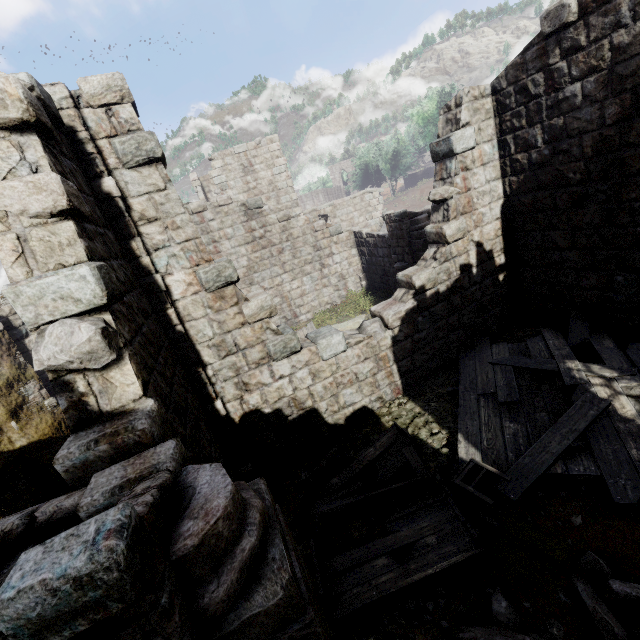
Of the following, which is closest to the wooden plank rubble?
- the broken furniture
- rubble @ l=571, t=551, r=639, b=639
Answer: the broken furniture

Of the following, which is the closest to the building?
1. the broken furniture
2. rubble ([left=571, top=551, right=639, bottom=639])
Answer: rubble ([left=571, top=551, right=639, bottom=639])

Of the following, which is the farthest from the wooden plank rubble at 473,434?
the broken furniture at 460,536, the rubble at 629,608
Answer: the rubble at 629,608

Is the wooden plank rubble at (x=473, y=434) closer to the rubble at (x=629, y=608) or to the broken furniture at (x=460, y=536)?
the broken furniture at (x=460, y=536)

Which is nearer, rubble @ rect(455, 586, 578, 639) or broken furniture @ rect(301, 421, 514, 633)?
rubble @ rect(455, 586, 578, 639)

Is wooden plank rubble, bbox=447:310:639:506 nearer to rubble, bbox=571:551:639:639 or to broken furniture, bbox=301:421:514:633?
broken furniture, bbox=301:421:514:633

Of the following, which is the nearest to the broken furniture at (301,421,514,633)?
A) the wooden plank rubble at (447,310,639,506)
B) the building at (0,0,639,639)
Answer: the wooden plank rubble at (447,310,639,506)

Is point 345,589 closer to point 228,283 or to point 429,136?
point 228,283
